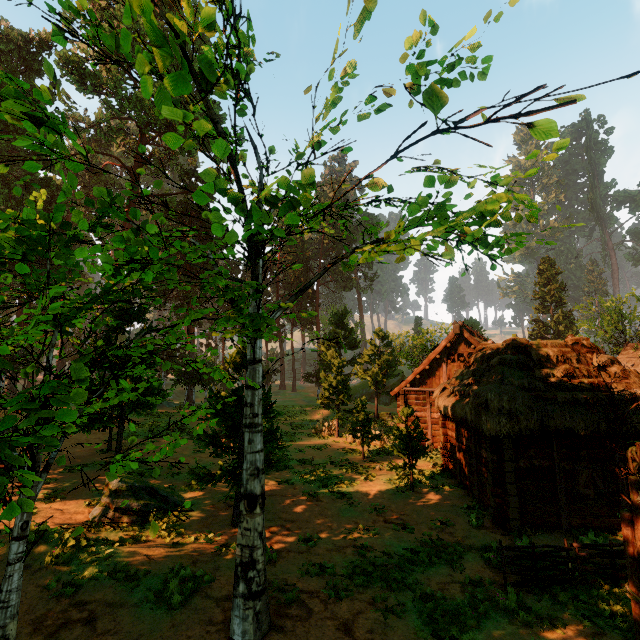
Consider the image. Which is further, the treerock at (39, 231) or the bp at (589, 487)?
the bp at (589, 487)

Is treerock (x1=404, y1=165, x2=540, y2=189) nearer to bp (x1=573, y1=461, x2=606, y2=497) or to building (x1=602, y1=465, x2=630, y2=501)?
building (x1=602, y1=465, x2=630, y2=501)

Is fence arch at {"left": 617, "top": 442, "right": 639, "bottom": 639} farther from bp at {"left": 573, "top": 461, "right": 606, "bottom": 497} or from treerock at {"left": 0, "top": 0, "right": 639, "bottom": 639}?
bp at {"left": 573, "top": 461, "right": 606, "bottom": 497}

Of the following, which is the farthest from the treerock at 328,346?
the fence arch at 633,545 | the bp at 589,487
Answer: the bp at 589,487

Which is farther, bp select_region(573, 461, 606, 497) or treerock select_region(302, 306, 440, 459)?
treerock select_region(302, 306, 440, 459)

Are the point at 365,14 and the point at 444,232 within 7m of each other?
yes
